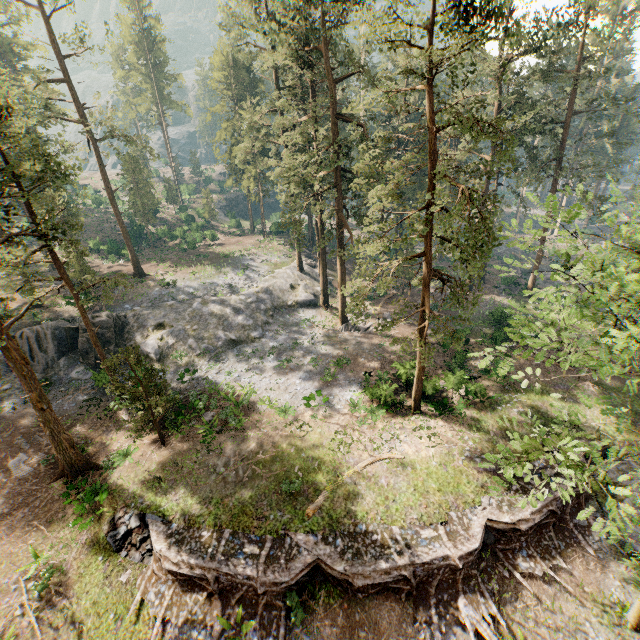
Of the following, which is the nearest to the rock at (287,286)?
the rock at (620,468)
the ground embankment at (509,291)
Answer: the ground embankment at (509,291)

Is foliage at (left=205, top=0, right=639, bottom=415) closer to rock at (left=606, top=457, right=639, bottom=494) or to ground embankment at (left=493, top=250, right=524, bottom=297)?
rock at (left=606, top=457, right=639, bottom=494)

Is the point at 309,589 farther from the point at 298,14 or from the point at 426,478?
the point at 298,14

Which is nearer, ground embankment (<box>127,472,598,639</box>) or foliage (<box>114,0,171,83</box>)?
ground embankment (<box>127,472,598,639</box>)

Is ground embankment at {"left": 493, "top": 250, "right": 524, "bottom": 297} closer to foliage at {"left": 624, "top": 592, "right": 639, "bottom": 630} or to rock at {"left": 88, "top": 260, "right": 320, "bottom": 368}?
foliage at {"left": 624, "top": 592, "right": 639, "bottom": 630}

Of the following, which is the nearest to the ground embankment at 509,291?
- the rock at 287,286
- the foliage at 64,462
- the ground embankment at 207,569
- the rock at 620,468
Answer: the foliage at 64,462

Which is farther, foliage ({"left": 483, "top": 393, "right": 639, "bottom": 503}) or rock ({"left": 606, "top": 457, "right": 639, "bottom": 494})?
rock ({"left": 606, "top": 457, "right": 639, "bottom": 494})

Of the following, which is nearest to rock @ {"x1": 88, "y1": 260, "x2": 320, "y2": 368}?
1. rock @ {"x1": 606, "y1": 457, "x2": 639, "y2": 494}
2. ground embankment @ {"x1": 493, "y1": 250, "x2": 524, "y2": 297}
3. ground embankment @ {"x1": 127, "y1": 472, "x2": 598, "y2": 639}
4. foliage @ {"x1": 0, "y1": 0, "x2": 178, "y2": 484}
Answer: foliage @ {"x1": 0, "y1": 0, "x2": 178, "y2": 484}
